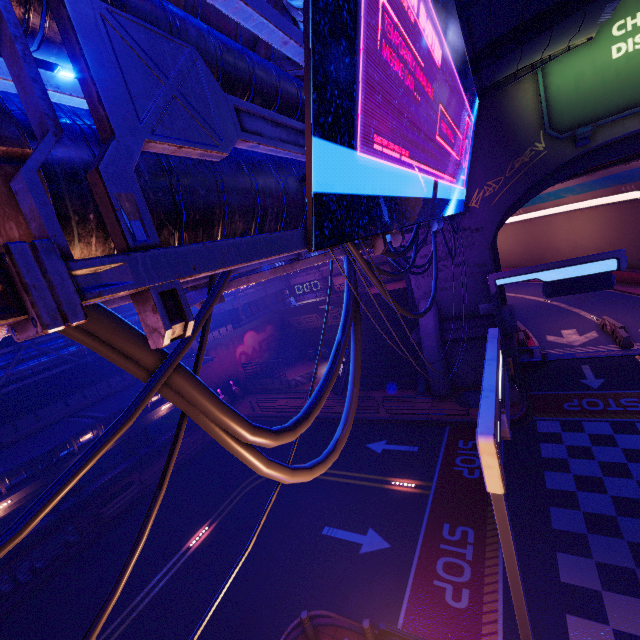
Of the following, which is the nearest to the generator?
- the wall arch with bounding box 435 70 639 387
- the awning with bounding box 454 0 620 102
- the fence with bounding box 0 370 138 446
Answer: the fence with bounding box 0 370 138 446

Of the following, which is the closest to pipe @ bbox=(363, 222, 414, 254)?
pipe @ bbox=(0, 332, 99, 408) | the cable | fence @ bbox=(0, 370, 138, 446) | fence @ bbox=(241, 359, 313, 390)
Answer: the cable

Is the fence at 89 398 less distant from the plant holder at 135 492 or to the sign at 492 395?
the plant holder at 135 492

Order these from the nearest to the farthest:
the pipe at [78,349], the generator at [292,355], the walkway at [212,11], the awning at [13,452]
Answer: the walkway at [212,11], the awning at [13,452], the pipe at [78,349], the generator at [292,355]

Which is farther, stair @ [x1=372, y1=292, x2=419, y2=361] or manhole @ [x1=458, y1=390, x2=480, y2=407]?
stair @ [x1=372, y1=292, x2=419, y2=361]

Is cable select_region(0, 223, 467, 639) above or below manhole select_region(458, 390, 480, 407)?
above

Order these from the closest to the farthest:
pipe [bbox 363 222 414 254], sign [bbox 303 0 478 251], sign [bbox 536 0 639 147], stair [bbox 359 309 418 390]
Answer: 1. sign [bbox 303 0 478 251]
2. pipe [bbox 363 222 414 254]
3. sign [bbox 536 0 639 147]
4. stair [bbox 359 309 418 390]

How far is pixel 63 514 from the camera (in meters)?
18.83
